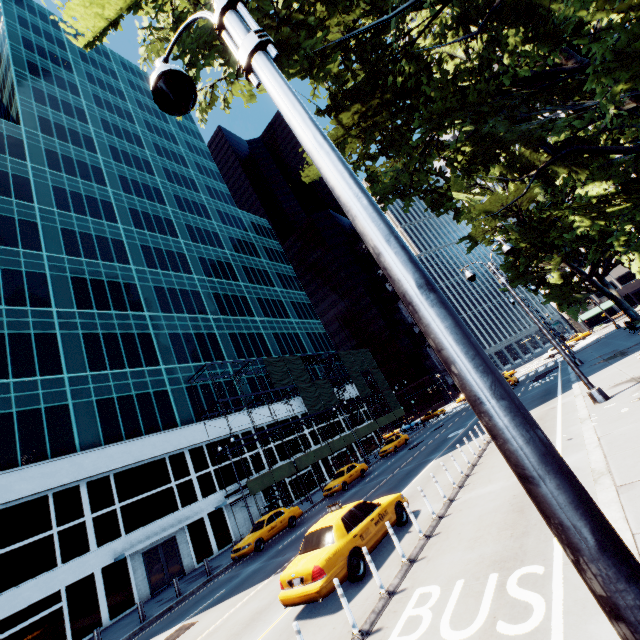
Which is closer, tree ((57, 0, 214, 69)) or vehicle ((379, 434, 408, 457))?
tree ((57, 0, 214, 69))

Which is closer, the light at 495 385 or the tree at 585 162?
the light at 495 385

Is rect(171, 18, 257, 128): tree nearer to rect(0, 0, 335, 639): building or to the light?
the light

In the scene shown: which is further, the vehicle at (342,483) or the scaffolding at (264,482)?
the scaffolding at (264,482)

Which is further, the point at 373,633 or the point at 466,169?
the point at 466,169

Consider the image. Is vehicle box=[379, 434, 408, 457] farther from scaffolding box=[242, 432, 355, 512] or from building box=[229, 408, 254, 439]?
building box=[229, 408, 254, 439]

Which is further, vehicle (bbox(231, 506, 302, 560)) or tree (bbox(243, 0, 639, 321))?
vehicle (bbox(231, 506, 302, 560))

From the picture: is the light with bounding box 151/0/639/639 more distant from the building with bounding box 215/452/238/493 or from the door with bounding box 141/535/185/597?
the door with bounding box 141/535/185/597
